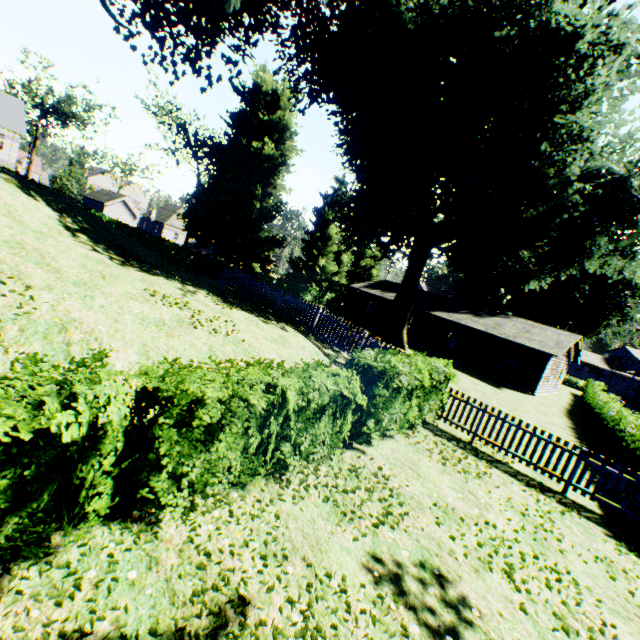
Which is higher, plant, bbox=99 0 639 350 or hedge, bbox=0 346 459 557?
plant, bbox=99 0 639 350

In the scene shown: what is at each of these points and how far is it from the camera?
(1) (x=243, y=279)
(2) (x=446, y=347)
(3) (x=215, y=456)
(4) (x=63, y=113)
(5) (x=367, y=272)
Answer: (1) fence, 18.1m
(2) house, 30.3m
(3) hedge, 4.2m
(4) tree, 55.3m
(5) tree, 51.1m

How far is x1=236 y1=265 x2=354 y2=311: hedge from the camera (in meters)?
32.38

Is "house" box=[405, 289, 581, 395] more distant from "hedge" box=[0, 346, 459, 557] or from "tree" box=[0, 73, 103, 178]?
"hedge" box=[0, 346, 459, 557]

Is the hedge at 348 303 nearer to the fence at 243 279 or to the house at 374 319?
the fence at 243 279

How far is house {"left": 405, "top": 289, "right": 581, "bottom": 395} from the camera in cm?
2534

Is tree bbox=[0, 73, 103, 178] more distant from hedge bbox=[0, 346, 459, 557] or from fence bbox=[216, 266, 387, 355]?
hedge bbox=[0, 346, 459, 557]

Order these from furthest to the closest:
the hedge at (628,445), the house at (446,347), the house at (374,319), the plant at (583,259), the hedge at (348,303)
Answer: the house at (374,319) < the hedge at (348,303) < the house at (446,347) < the plant at (583,259) < the hedge at (628,445)
